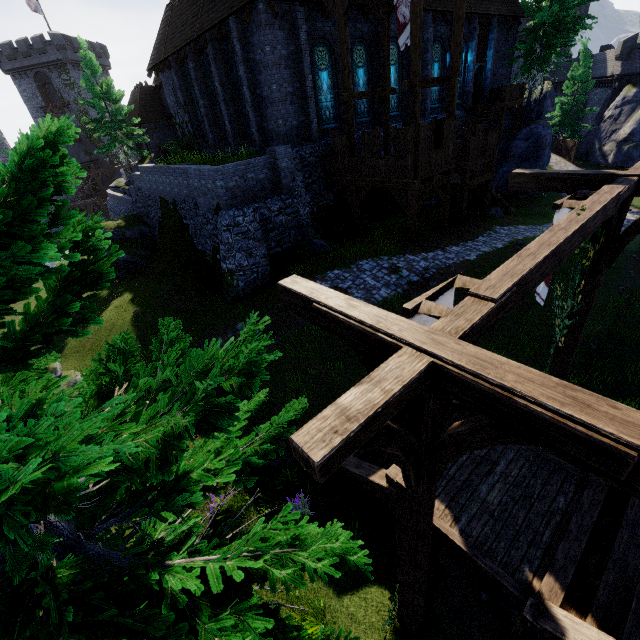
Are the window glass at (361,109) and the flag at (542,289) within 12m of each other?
no

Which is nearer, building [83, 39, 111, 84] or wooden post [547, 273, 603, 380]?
wooden post [547, 273, 603, 380]

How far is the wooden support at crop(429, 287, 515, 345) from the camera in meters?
2.5 m

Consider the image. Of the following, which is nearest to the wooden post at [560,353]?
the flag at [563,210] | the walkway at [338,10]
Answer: the flag at [563,210]

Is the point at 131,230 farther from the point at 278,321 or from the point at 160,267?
the point at 278,321

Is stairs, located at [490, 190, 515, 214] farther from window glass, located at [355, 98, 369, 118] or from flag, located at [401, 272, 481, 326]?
flag, located at [401, 272, 481, 326]

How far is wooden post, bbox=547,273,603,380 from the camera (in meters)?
6.27

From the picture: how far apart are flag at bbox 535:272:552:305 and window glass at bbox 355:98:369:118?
18.2m
